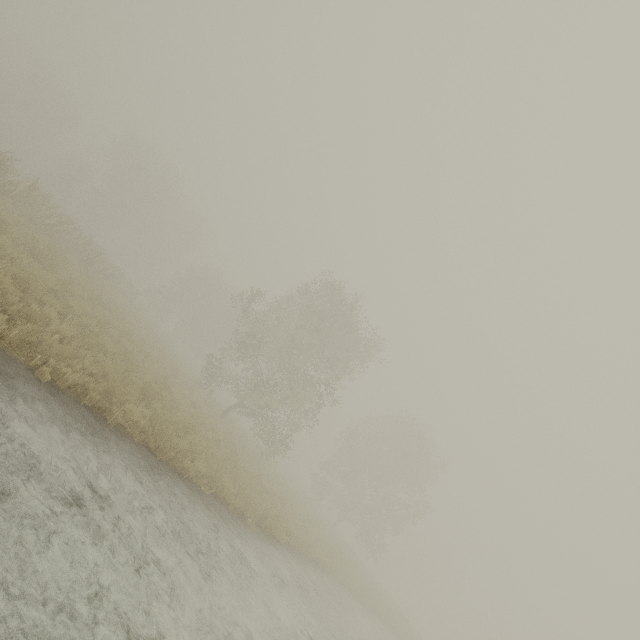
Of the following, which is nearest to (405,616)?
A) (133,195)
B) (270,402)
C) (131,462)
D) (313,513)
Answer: (313,513)
